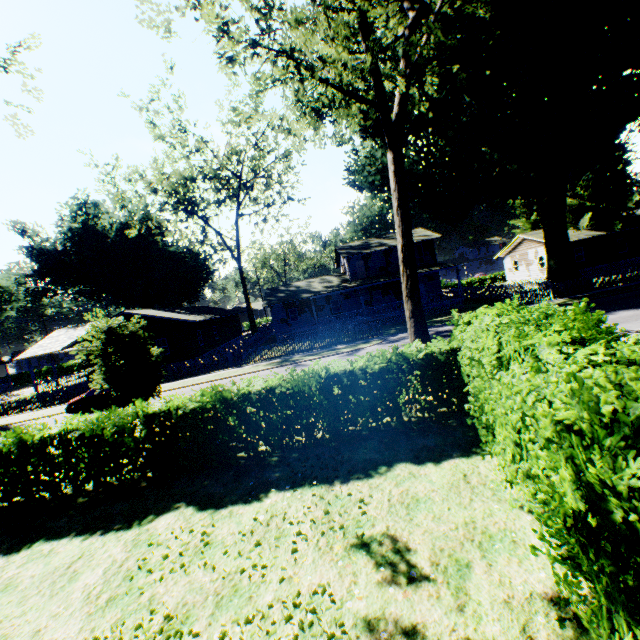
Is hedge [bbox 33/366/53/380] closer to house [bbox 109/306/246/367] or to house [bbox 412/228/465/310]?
house [bbox 109/306/246/367]

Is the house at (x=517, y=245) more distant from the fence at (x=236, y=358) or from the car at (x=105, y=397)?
the car at (x=105, y=397)

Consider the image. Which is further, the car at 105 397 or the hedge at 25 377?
the hedge at 25 377

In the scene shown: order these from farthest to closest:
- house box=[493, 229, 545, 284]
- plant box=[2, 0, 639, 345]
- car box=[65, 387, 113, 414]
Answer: house box=[493, 229, 545, 284]
car box=[65, 387, 113, 414]
plant box=[2, 0, 639, 345]

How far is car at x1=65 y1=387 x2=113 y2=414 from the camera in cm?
2078

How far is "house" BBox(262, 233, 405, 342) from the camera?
32.7 meters

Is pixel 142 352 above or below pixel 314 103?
below

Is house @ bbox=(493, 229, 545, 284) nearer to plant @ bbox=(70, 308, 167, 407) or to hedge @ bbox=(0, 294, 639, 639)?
plant @ bbox=(70, 308, 167, 407)
